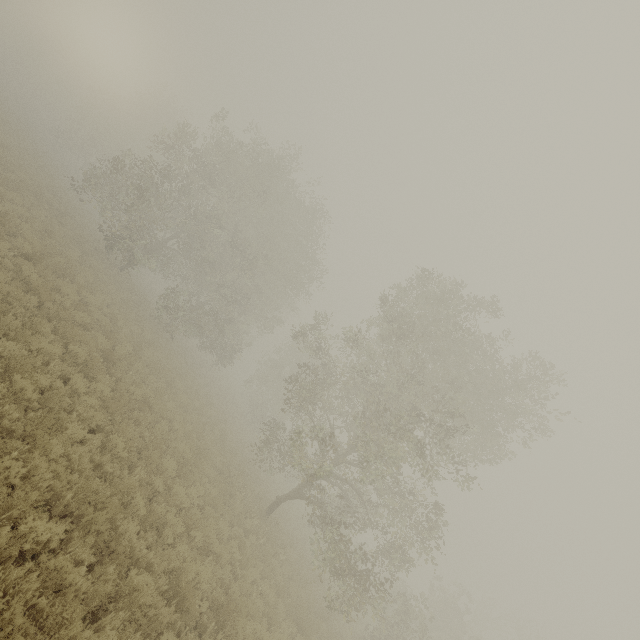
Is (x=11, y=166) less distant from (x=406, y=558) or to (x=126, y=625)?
(x=126, y=625)

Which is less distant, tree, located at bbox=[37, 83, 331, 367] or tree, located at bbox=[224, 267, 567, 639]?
tree, located at bbox=[224, 267, 567, 639]

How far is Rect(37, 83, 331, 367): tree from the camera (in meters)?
22.11

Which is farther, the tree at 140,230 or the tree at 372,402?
the tree at 140,230

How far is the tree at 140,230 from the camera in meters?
22.1 m
